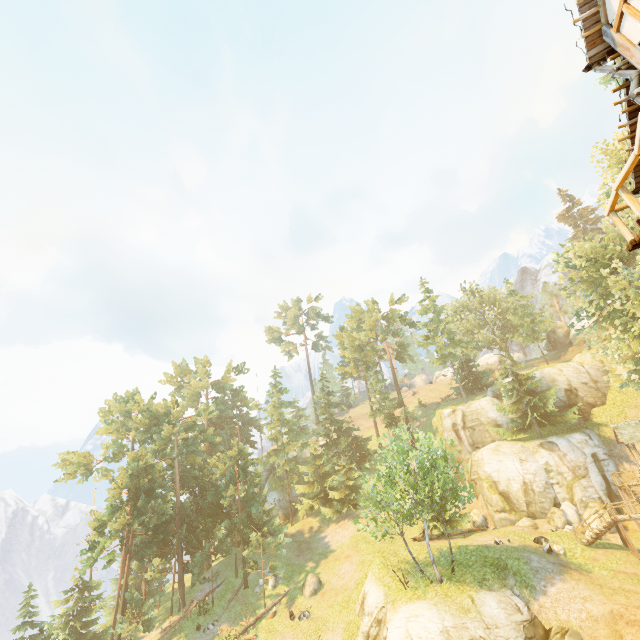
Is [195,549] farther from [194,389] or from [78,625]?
[194,389]

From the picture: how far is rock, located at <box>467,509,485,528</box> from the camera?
32.03m

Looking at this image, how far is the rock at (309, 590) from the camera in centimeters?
2853cm

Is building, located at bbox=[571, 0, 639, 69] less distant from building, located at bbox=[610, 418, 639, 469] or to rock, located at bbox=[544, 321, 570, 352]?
building, located at bbox=[610, 418, 639, 469]

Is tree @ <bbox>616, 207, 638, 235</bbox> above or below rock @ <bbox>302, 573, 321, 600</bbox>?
above

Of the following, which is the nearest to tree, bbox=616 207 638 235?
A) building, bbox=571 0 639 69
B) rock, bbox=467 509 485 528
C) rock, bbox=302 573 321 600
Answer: rock, bbox=302 573 321 600

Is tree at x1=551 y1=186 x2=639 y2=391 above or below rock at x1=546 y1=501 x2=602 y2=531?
above

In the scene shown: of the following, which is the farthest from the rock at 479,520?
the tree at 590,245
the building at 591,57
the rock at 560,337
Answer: the rock at 560,337
